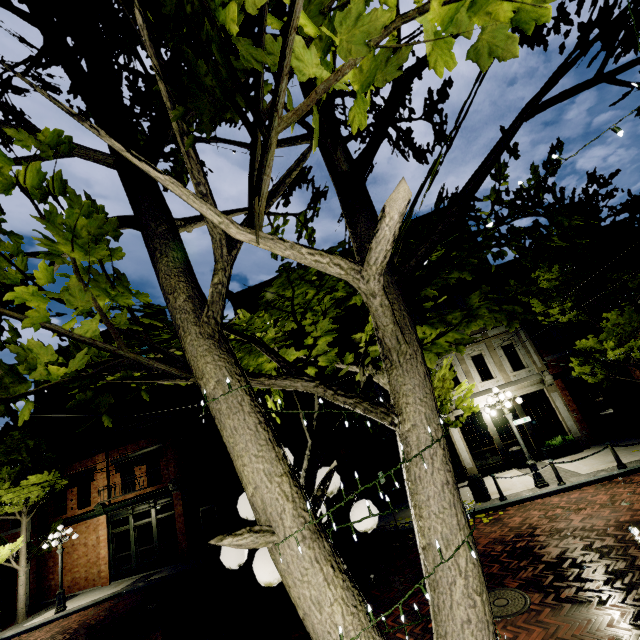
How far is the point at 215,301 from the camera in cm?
225

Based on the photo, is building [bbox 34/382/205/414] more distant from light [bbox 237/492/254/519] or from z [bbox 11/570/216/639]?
light [bbox 237/492/254/519]

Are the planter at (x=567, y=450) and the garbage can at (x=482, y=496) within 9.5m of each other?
yes

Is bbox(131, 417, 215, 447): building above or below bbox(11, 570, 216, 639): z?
above

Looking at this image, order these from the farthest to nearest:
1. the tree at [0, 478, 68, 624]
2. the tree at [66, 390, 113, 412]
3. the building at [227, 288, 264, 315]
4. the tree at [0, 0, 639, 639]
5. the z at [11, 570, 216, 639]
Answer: the building at [227, 288, 264, 315] → the tree at [0, 478, 68, 624] → the z at [11, 570, 216, 639] → the tree at [66, 390, 113, 412] → the tree at [0, 0, 639, 639]

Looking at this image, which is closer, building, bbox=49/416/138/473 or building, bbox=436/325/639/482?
building, bbox=436/325/639/482

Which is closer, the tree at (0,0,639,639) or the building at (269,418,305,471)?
the tree at (0,0,639,639)

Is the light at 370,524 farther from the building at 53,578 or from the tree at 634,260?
the building at 53,578
